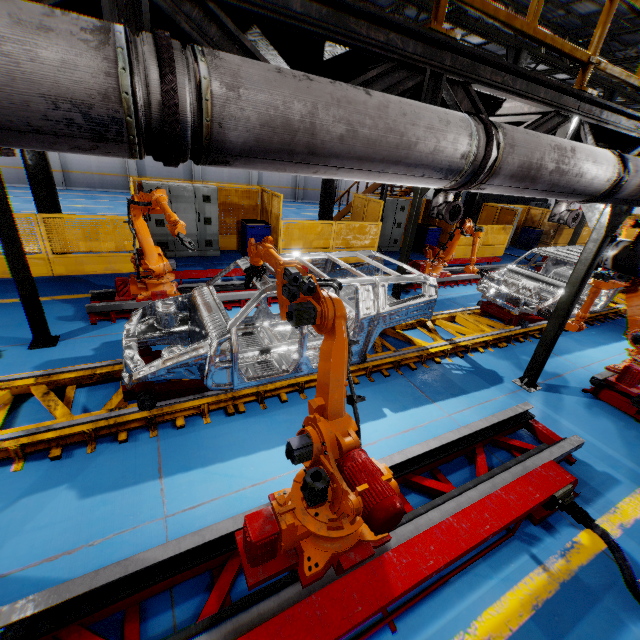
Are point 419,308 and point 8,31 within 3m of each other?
no

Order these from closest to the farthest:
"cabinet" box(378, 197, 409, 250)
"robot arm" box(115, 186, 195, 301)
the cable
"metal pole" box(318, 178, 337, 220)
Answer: the cable
"robot arm" box(115, 186, 195, 301)
"metal pole" box(318, 178, 337, 220)
"cabinet" box(378, 197, 409, 250)

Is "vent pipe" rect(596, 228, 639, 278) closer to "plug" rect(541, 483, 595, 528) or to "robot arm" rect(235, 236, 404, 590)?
"robot arm" rect(235, 236, 404, 590)

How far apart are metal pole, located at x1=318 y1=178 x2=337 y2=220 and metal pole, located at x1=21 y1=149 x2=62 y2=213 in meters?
6.7

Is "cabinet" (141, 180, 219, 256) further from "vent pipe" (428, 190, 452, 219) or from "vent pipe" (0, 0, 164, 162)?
"vent pipe" (0, 0, 164, 162)

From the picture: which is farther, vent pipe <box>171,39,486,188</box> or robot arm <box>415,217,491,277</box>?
robot arm <box>415,217,491,277</box>

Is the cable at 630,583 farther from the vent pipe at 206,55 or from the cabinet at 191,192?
the cabinet at 191,192

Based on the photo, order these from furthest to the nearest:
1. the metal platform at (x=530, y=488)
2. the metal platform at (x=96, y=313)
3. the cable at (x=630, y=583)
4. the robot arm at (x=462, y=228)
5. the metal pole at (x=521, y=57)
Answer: the metal pole at (x=521, y=57)
the robot arm at (x=462, y=228)
the metal platform at (x=96, y=313)
the cable at (x=630, y=583)
the metal platform at (x=530, y=488)
